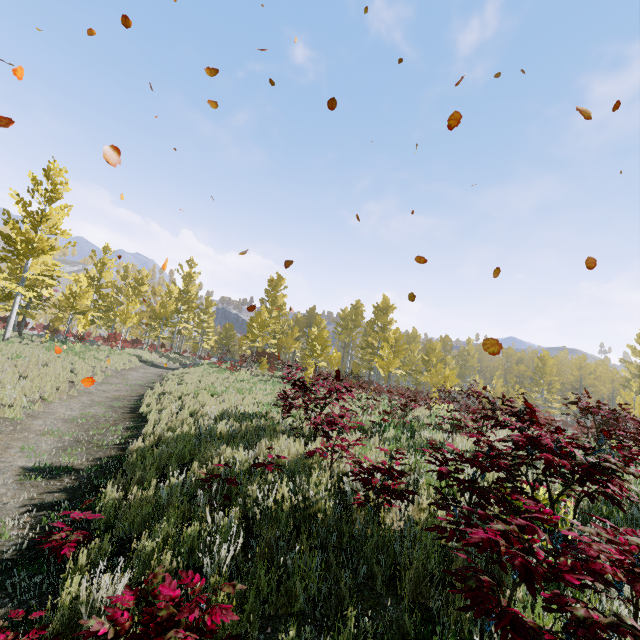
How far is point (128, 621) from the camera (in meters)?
1.97
